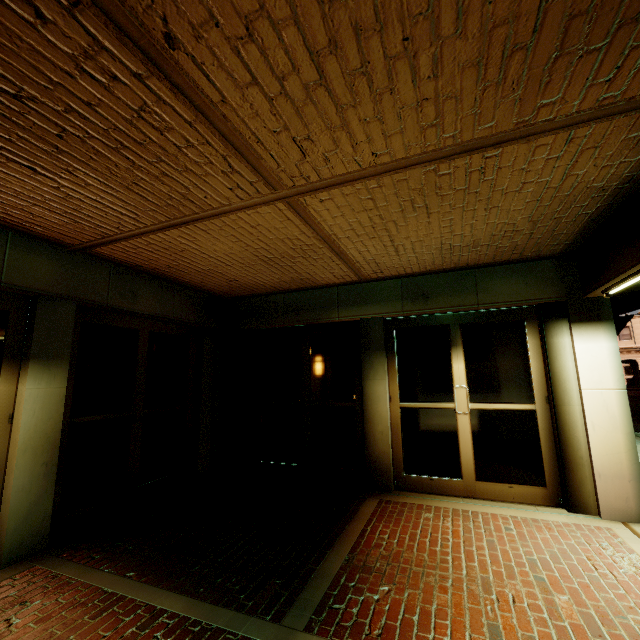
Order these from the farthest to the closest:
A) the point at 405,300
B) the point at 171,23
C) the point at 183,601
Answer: the point at 405,300 → the point at 183,601 → the point at 171,23
